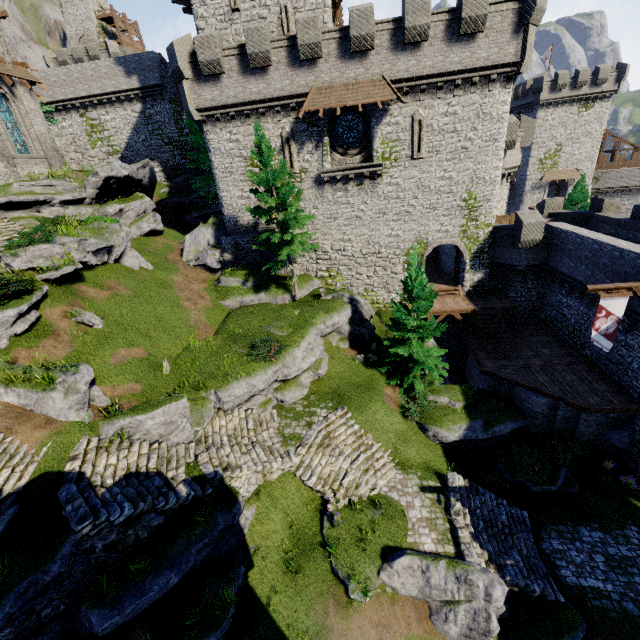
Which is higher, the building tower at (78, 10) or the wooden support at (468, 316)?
the building tower at (78, 10)

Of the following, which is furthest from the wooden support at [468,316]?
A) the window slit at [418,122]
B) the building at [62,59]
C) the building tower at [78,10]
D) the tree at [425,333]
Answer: the building tower at [78,10]

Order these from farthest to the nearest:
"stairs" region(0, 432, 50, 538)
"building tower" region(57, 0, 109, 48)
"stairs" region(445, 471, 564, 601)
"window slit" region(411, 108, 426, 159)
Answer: "building tower" region(57, 0, 109, 48) < "window slit" region(411, 108, 426, 159) < "stairs" region(445, 471, 564, 601) < "stairs" region(0, 432, 50, 538)

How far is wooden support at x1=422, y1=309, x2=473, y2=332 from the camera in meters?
22.9

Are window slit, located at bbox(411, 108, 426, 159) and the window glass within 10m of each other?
yes

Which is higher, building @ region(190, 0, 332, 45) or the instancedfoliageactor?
building @ region(190, 0, 332, 45)

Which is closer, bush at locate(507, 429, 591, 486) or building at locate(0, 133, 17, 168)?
bush at locate(507, 429, 591, 486)

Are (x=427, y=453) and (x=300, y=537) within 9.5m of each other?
yes
